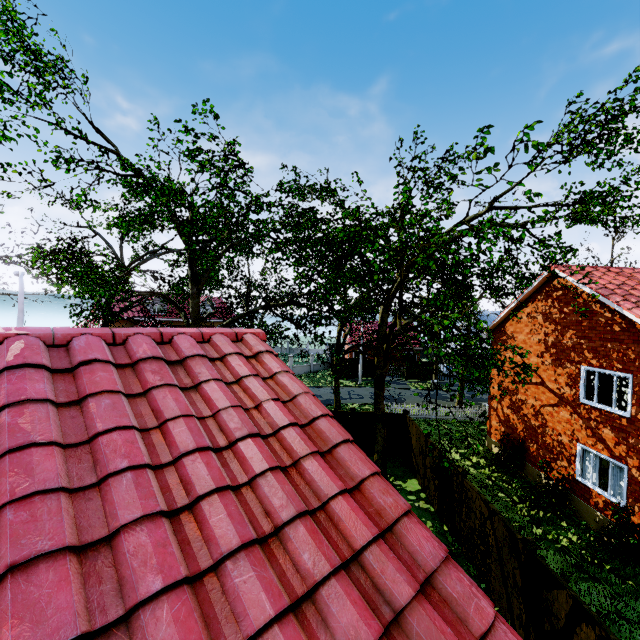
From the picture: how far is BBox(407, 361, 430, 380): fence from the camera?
39.8 meters

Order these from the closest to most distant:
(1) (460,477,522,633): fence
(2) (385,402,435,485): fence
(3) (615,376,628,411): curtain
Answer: (1) (460,477,522,633): fence
(3) (615,376,628,411): curtain
(2) (385,402,435,485): fence

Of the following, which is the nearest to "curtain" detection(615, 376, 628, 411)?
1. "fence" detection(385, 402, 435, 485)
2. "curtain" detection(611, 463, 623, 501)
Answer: "curtain" detection(611, 463, 623, 501)

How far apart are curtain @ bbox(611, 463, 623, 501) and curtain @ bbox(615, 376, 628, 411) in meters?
1.8 m

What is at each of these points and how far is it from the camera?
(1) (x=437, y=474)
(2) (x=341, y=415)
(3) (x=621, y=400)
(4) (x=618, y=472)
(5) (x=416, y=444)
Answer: (1) fence, 12.4 meters
(2) fence, 17.1 meters
(3) curtain, 11.0 meters
(4) curtain, 10.9 meters
(5) fence, 15.1 meters

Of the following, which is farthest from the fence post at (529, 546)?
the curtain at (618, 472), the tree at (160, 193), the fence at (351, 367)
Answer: the fence at (351, 367)

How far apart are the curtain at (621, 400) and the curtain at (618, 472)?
1.76m

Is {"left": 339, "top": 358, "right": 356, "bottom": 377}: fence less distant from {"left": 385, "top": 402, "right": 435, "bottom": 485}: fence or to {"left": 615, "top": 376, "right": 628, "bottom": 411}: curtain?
{"left": 385, "top": 402, "right": 435, "bottom": 485}: fence
